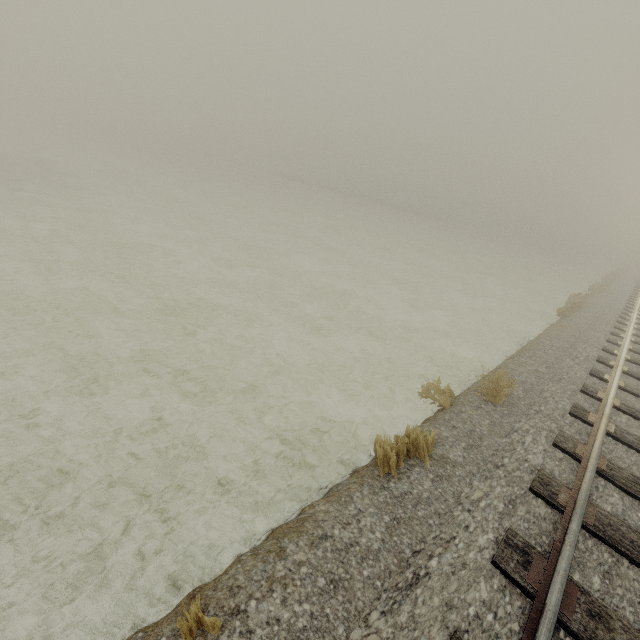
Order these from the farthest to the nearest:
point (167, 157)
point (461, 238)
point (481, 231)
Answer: point (481, 231) < point (167, 157) < point (461, 238)
